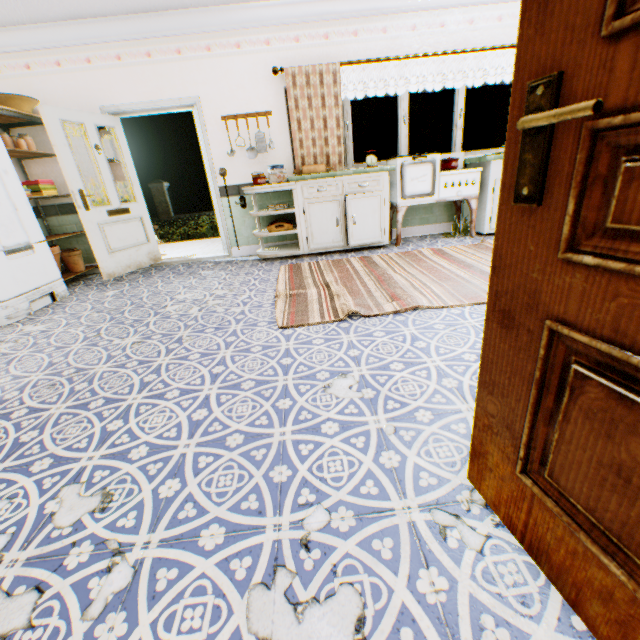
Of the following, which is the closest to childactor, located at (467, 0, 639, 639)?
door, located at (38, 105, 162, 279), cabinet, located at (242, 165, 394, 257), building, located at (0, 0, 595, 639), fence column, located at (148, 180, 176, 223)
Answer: building, located at (0, 0, 595, 639)

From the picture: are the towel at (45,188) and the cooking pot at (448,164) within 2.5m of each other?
no

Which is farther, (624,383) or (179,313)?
(179,313)

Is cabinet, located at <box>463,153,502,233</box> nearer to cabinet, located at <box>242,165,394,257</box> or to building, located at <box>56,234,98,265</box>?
building, located at <box>56,234,98,265</box>

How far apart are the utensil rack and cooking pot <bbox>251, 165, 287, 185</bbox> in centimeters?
42cm

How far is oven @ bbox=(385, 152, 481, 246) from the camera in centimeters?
447cm

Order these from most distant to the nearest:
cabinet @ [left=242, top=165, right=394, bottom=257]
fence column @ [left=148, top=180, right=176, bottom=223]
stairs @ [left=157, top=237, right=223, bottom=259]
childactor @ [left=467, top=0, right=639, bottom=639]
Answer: fence column @ [left=148, top=180, right=176, bottom=223]
stairs @ [left=157, top=237, right=223, bottom=259]
cabinet @ [left=242, top=165, right=394, bottom=257]
childactor @ [left=467, top=0, right=639, bottom=639]

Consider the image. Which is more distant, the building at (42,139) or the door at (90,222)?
the building at (42,139)
